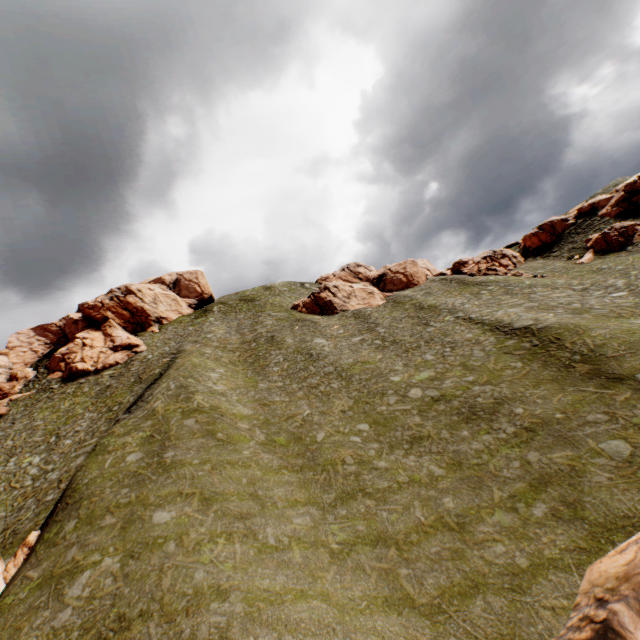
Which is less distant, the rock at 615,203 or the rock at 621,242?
the rock at 621,242

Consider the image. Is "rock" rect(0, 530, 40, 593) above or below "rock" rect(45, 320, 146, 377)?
below

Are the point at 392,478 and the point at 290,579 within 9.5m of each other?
yes

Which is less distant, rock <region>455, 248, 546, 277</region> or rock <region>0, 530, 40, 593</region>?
rock <region>0, 530, 40, 593</region>

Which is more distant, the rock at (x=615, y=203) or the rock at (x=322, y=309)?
the rock at (x=322, y=309)

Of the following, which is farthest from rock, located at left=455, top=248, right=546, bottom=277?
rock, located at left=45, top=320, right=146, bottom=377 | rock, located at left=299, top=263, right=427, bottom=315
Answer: rock, located at left=45, top=320, right=146, bottom=377

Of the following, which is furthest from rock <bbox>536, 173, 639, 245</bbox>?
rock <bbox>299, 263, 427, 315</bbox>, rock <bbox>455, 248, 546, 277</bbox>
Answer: rock <bbox>299, 263, 427, 315</bbox>

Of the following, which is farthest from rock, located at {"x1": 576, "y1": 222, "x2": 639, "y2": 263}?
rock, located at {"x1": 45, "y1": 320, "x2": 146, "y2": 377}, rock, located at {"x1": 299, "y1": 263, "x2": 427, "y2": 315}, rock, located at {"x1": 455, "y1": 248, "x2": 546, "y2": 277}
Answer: rock, located at {"x1": 45, "y1": 320, "x2": 146, "y2": 377}
